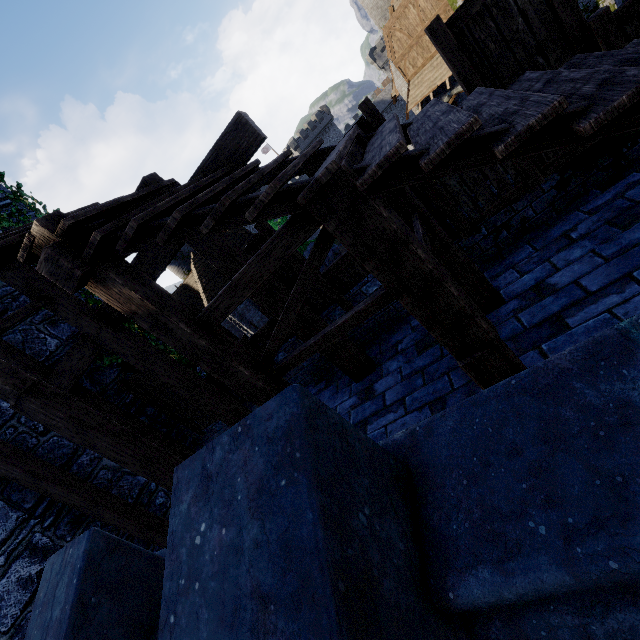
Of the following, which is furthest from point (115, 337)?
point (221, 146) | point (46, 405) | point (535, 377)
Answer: point (535, 377)

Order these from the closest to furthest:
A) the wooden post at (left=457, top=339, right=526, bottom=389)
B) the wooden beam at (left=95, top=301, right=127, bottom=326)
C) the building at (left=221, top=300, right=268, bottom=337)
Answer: the wooden post at (left=457, top=339, right=526, bottom=389) → the wooden beam at (left=95, top=301, right=127, bottom=326) → the building at (left=221, top=300, right=268, bottom=337)

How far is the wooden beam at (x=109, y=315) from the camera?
5.1 meters

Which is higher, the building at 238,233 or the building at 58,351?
the building at 58,351

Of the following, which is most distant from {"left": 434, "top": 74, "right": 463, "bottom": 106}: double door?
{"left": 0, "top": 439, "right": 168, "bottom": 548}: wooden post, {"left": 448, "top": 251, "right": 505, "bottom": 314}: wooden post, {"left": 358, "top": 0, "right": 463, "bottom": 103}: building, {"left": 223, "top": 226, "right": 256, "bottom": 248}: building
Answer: {"left": 0, "top": 439, "right": 168, "bottom": 548}: wooden post

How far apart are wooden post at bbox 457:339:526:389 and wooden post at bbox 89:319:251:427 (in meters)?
4.34

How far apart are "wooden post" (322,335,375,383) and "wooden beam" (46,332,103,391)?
2.5m

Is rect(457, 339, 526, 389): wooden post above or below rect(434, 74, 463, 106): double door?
above
